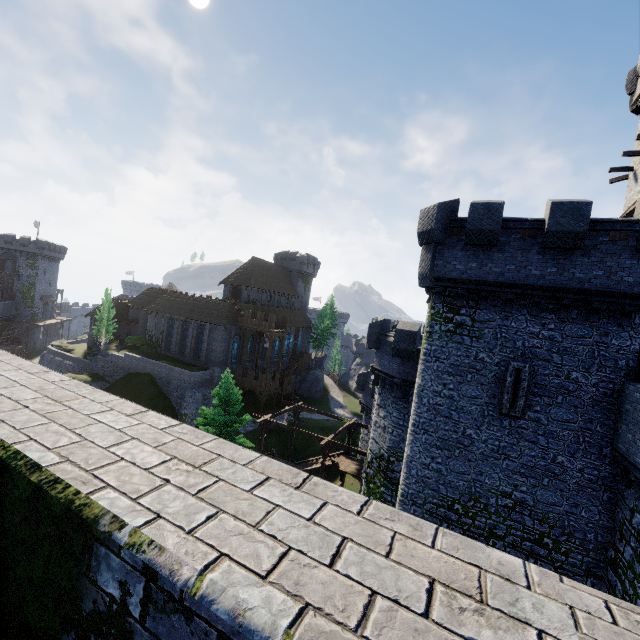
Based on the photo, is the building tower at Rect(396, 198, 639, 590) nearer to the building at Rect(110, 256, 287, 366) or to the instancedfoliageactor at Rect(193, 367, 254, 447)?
the instancedfoliageactor at Rect(193, 367, 254, 447)

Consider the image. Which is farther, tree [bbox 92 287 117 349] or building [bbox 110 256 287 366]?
tree [bbox 92 287 117 349]

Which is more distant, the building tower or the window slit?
the window slit

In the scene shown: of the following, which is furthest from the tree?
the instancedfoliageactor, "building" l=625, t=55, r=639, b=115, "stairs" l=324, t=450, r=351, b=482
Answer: "building" l=625, t=55, r=639, b=115

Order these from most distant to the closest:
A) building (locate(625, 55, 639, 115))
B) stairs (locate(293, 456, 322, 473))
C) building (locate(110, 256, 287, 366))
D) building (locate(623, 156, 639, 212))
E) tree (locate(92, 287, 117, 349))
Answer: tree (locate(92, 287, 117, 349)), building (locate(110, 256, 287, 366)), stairs (locate(293, 456, 322, 473)), building (locate(625, 55, 639, 115)), building (locate(623, 156, 639, 212))

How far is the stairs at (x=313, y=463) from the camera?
27.2 meters

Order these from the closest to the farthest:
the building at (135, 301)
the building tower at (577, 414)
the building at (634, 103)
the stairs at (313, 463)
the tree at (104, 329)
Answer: the building tower at (577, 414)
the building at (634, 103)
the stairs at (313, 463)
the building at (135, 301)
the tree at (104, 329)

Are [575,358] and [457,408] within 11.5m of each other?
yes
